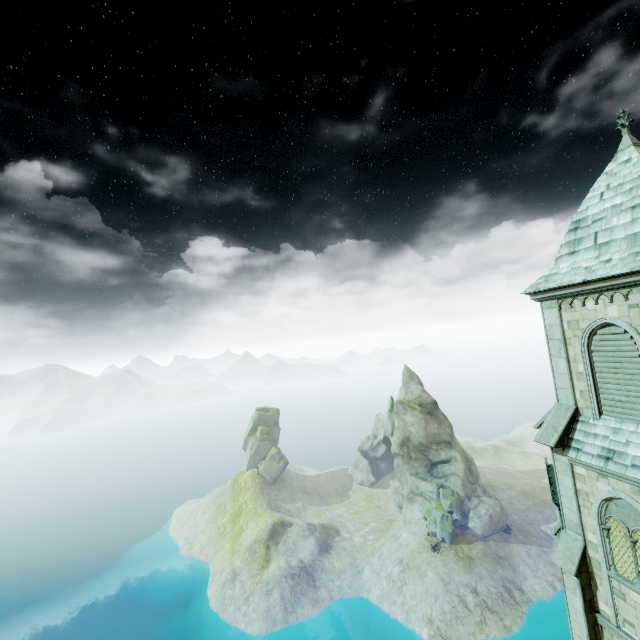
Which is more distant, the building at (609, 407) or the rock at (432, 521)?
the rock at (432, 521)

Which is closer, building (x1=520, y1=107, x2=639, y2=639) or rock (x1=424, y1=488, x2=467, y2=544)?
building (x1=520, y1=107, x2=639, y2=639)

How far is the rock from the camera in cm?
5269

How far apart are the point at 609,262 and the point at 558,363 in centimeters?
442cm

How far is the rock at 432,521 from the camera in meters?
52.7

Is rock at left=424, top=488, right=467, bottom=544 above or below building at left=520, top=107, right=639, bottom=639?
below
